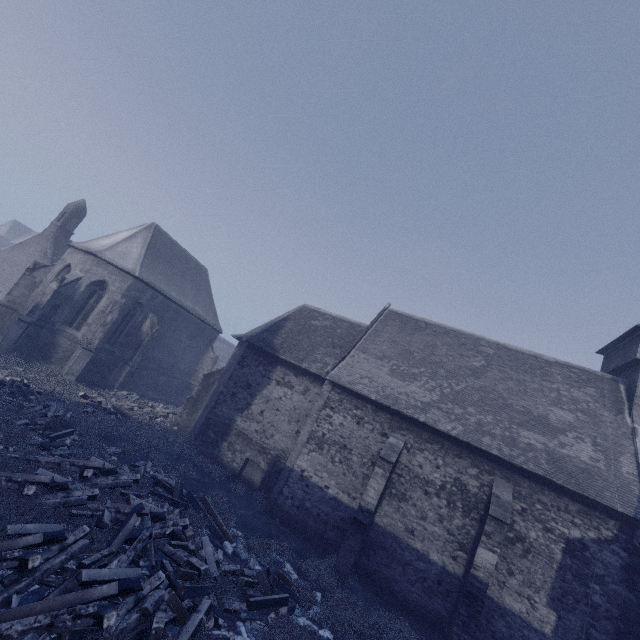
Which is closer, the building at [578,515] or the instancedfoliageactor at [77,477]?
the instancedfoliageactor at [77,477]

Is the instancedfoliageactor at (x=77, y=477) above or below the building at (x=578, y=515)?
below

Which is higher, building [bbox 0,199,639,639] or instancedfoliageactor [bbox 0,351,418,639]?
building [bbox 0,199,639,639]

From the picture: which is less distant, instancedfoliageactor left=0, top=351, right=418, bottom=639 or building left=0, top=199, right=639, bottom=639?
instancedfoliageactor left=0, top=351, right=418, bottom=639

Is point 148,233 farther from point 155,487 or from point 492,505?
point 492,505
